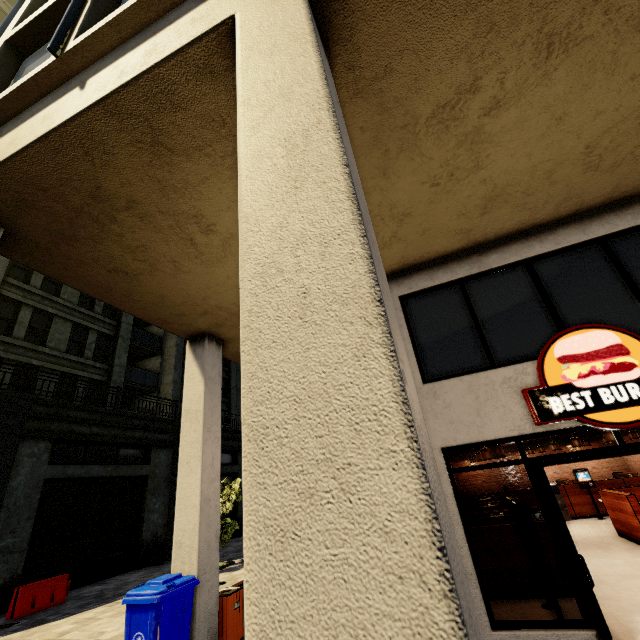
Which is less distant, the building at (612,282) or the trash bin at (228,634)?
the building at (612,282)

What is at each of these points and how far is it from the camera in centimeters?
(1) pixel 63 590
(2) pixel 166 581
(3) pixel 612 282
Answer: (1) cement barricade, 1091cm
(2) trash bin, 527cm
(3) building, 512cm

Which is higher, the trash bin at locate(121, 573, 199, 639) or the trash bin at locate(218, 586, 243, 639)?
the trash bin at locate(121, 573, 199, 639)

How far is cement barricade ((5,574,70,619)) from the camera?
9.82m

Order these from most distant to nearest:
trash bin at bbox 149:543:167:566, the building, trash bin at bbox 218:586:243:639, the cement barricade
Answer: trash bin at bbox 149:543:167:566 < the cement barricade < trash bin at bbox 218:586:243:639 < the building

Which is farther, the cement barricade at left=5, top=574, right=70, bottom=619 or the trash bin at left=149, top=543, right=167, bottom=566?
the trash bin at left=149, top=543, right=167, bottom=566

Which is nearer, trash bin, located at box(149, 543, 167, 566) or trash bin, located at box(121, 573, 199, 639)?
trash bin, located at box(121, 573, 199, 639)

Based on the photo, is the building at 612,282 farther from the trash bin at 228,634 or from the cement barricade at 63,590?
the cement barricade at 63,590
